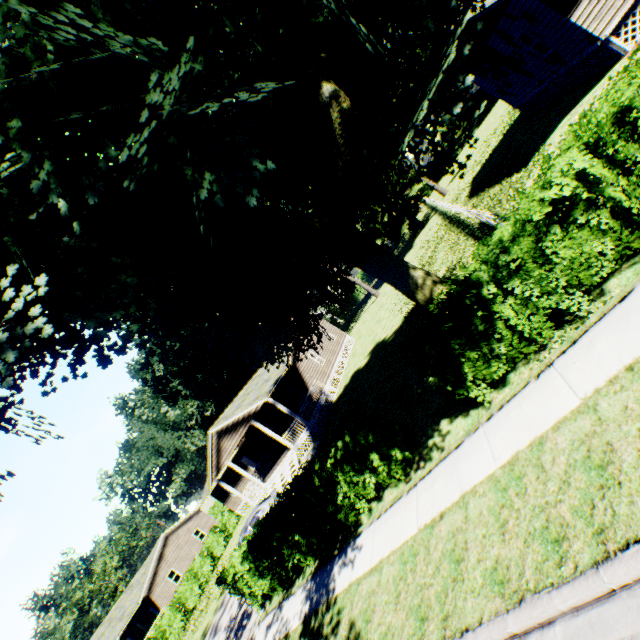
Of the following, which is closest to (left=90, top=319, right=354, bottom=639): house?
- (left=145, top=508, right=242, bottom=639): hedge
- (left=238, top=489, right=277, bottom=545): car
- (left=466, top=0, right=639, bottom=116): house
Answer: (left=238, top=489, right=277, bottom=545): car

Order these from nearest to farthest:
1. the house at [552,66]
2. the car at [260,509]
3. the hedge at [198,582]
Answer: the house at [552,66] < the car at [260,509] < the hedge at [198,582]

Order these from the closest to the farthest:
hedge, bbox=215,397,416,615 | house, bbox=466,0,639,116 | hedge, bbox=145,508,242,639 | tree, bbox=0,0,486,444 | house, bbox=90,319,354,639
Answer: tree, bbox=0,0,486,444 < hedge, bbox=215,397,416,615 < house, bbox=466,0,639,116 < house, bbox=90,319,354,639 < hedge, bbox=145,508,242,639

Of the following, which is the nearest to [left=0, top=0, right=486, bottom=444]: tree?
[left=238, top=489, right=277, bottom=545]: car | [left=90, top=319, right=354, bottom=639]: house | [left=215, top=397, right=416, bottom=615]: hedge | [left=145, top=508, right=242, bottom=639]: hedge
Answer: [left=215, top=397, right=416, bottom=615]: hedge

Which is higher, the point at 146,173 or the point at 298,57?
the point at 298,57

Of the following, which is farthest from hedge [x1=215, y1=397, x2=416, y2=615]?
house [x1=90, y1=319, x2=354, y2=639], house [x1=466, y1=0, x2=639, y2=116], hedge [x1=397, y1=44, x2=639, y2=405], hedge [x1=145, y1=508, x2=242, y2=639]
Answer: hedge [x1=145, y1=508, x2=242, y2=639]

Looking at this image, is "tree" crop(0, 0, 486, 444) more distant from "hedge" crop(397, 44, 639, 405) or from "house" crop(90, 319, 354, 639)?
"house" crop(90, 319, 354, 639)

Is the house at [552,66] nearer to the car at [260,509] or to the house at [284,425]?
the house at [284,425]
